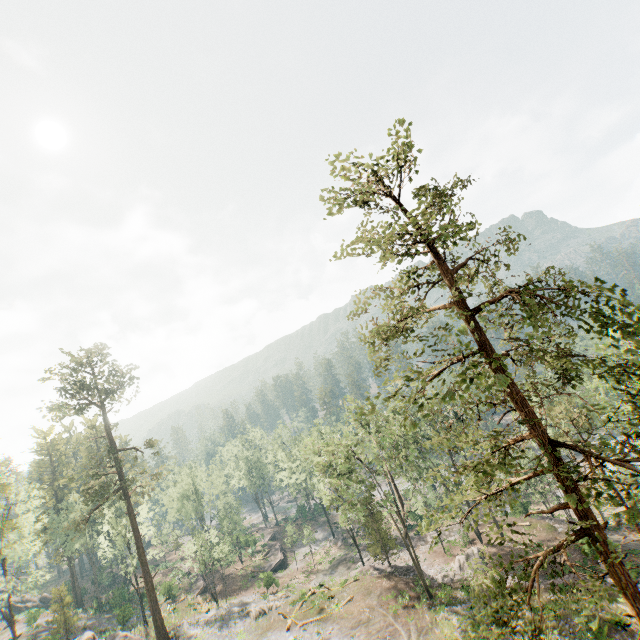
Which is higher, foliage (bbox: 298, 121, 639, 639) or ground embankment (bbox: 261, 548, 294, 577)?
foliage (bbox: 298, 121, 639, 639)

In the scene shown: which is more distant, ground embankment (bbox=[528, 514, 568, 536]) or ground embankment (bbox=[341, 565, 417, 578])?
ground embankment (bbox=[528, 514, 568, 536])

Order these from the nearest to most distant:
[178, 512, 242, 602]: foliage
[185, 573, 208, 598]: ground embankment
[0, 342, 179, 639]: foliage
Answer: [0, 342, 179, 639]: foliage < [178, 512, 242, 602]: foliage < [185, 573, 208, 598]: ground embankment

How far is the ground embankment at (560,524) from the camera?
36.8m

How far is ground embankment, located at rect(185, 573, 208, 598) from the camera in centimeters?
4969cm

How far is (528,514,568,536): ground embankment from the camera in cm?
3675

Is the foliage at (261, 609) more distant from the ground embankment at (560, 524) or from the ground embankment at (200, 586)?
the ground embankment at (200, 586)

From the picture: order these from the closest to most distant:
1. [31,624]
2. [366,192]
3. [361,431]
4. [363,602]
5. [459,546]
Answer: [366,192]
[363,602]
[361,431]
[459,546]
[31,624]
